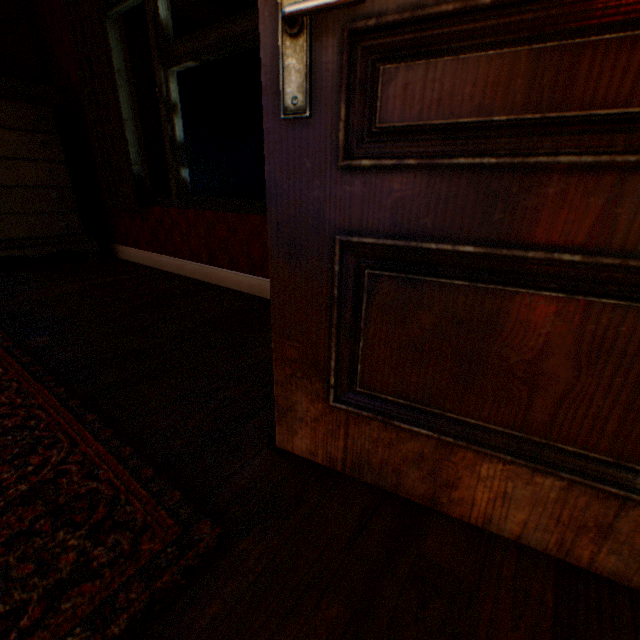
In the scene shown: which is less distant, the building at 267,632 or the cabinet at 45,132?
the building at 267,632

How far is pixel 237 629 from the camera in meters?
0.6

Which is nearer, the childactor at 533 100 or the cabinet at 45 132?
the childactor at 533 100

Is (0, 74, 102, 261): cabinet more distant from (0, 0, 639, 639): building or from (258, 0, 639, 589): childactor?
(258, 0, 639, 589): childactor

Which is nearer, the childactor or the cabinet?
the childactor

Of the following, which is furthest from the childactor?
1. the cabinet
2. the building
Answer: the cabinet

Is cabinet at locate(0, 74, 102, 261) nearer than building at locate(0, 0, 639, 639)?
No
